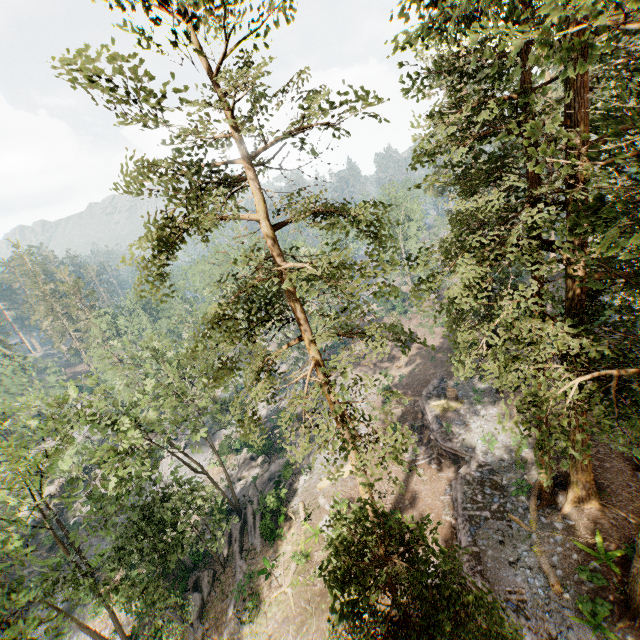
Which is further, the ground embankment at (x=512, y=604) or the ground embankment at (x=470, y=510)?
the ground embankment at (x=470, y=510)

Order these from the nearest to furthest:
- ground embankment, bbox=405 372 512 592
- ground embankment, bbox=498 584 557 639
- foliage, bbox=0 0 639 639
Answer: foliage, bbox=0 0 639 639, ground embankment, bbox=498 584 557 639, ground embankment, bbox=405 372 512 592

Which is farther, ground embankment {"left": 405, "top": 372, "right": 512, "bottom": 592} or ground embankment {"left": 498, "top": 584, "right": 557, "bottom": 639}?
ground embankment {"left": 405, "top": 372, "right": 512, "bottom": 592}

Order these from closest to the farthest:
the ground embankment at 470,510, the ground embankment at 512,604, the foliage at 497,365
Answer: the foliage at 497,365
the ground embankment at 512,604
the ground embankment at 470,510

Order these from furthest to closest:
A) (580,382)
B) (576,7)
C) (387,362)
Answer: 1. (387,362)
2. (580,382)
3. (576,7)

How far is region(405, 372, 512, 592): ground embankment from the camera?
17.86m

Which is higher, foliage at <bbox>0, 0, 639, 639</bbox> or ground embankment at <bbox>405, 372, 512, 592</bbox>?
foliage at <bbox>0, 0, 639, 639</bbox>
